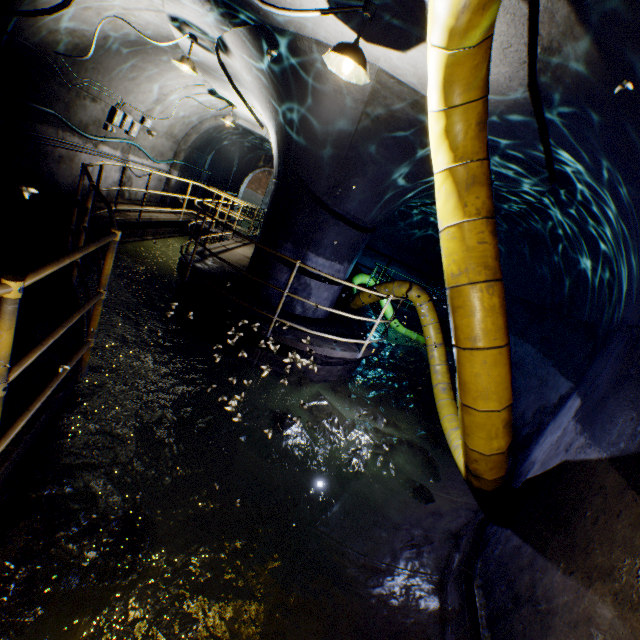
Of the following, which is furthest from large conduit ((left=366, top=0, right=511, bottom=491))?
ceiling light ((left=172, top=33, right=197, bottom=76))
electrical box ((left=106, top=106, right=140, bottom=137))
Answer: electrical box ((left=106, top=106, right=140, bottom=137))

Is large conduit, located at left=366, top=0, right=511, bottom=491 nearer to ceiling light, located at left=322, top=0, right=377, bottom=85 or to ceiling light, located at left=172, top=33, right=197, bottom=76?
ceiling light, located at left=322, top=0, right=377, bottom=85

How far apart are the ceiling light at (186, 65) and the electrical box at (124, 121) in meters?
3.5 m

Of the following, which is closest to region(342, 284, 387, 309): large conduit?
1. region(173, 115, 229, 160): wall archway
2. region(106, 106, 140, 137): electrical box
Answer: region(173, 115, 229, 160): wall archway

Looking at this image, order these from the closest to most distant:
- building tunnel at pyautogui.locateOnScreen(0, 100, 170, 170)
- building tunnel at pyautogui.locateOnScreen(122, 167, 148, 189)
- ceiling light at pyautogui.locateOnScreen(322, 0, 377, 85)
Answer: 1. ceiling light at pyautogui.locateOnScreen(322, 0, 377, 85)
2. building tunnel at pyautogui.locateOnScreen(0, 100, 170, 170)
3. building tunnel at pyautogui.locateOnScreen(122, 167, 148, 189)

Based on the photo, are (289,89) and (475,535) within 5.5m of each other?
no

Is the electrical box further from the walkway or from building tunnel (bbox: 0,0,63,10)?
the walkway

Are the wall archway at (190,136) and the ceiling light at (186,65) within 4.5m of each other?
no
